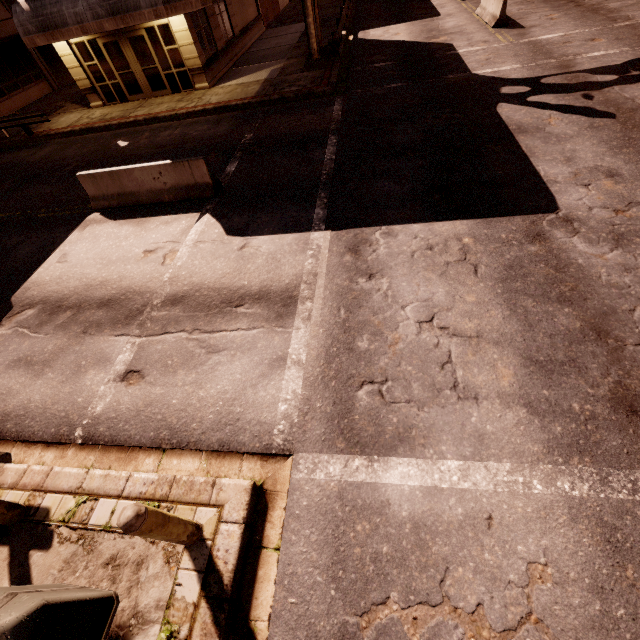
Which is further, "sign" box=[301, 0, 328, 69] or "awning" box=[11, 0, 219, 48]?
"sign" box=[301, 0, 328, 69]

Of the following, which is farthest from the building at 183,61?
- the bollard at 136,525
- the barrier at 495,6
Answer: the bollard at 136,525

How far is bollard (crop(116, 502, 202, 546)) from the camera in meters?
2.7

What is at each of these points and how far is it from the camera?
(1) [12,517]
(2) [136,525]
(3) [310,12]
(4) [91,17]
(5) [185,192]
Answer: (1) bollard, 4.0m
(2) bollard, 2.7m
(3) sign, 14.2m
(4) awning, 13.4m
(5) barrier, 9.1m

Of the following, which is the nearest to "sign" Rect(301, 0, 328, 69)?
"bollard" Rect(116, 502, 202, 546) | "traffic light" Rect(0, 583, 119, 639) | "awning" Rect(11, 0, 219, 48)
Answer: "awning" Rect(11, 0, 219, 48)

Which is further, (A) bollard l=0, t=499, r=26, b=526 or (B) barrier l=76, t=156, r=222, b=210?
(B) barrier l=76, t=156, r=222, b=210

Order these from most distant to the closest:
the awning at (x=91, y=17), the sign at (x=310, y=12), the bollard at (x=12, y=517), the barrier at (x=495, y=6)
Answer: the barrier at (x=495, y=6) → the sign at (x=310, y=12) → the awning at (x=91, y=17) → the bollard at (x=12, y=517)

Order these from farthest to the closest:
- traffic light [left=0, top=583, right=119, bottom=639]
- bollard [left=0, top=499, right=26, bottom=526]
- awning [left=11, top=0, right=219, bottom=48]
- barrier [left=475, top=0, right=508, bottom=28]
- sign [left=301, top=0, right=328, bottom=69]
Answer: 1. barrier [left=475, top=0, right=508, bottom=28]
2. sign [left=301, top=0, right=328, bottom=69]
3. awning [left=11, top=0, right=219, bottom=48]
4. bollard [left=0, top=499, right=26, bottom=526]
5. traffic light [left=0, top=583, right=119, bottom=639]
